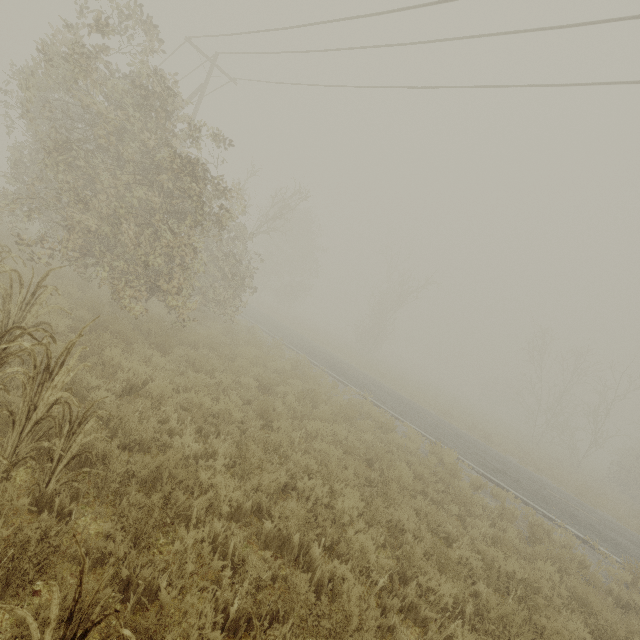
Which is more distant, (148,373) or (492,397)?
(492,397)

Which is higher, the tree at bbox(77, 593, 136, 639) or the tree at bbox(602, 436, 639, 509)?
the tree at bbox(602, 436, 639, 509)

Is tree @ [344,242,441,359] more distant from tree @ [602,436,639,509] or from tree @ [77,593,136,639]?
tree @ [77,593,136,639]

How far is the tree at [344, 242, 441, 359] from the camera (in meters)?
34.28

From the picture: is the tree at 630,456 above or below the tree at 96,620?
above

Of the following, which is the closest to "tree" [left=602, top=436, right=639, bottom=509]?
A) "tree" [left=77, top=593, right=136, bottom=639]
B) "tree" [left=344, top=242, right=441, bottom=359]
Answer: "tree" [left=344, top=242, right=441, bottom=359]

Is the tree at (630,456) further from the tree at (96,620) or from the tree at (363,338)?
the tree at (96,620)

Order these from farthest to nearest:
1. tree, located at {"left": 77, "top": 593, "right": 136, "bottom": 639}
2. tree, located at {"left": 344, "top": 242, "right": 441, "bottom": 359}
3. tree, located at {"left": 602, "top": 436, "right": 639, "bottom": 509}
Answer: tree, located at {"left": 344, "top": 242, "right": 441, "bottom": 359} → tree, located at {"left": 602, "top": 436, "right": 639, "bottom": 509} → tree, located at {"left": 77, "top": 593, "right": 136, "bottom": 639}
